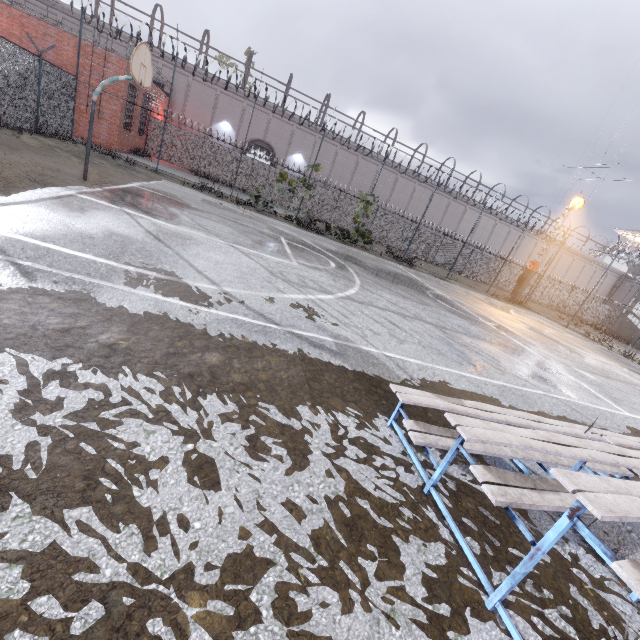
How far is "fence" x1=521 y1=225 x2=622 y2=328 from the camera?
22.8 meters

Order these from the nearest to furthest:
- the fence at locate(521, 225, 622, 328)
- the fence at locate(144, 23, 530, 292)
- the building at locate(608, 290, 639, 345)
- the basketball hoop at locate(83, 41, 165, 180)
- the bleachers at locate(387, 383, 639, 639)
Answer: the bleachers at locate(387, 383, 639, 639)
the basketball hoop at locate(83, 41, 165, 180)
the fence at locate(144, 23, 530, 292)
the fence at locate(521, 225, 622, 328)
the building at locate(608, 290, 639, 345)

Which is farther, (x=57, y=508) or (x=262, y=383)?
(x=262, y=383)

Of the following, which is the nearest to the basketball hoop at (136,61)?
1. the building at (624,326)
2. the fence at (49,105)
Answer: the fence at (49,105)

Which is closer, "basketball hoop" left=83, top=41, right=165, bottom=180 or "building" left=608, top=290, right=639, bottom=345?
"basketball hoop" left=83, top=41, right=165, bottom=180

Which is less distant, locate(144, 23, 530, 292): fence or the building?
locate(144, 23, 530, 292): fence

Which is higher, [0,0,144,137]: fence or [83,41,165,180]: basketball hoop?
[83,41,165,180]: basketball hoop

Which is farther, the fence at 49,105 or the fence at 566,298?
the fence at 566,298
